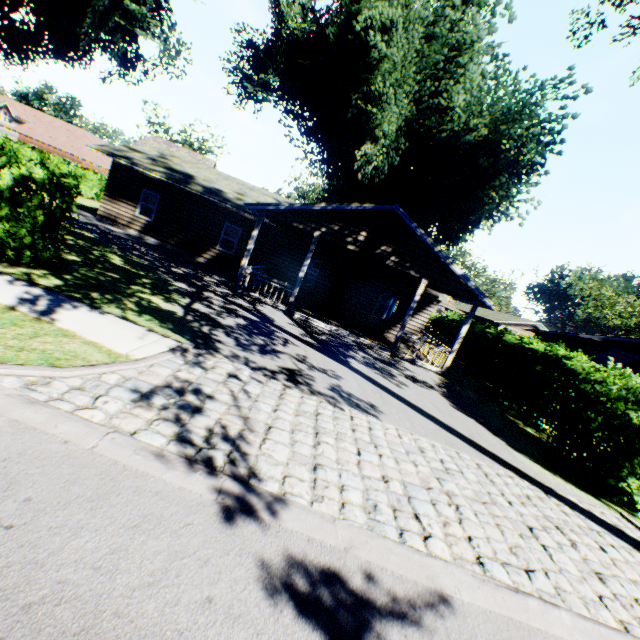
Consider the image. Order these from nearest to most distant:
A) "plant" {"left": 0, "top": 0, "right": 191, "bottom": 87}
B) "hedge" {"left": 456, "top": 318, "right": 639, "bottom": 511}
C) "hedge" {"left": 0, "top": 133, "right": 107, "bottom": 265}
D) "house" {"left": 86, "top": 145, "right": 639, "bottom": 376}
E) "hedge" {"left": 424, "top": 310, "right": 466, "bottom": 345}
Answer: "hedge" {"left": 0, "top": 133, "right": 107, "bottom": 265} < "hedge" {"left": 456, "top": 318, "right": 639, "bottom": 511} < "house" {"left": 86, "top": 145, "right": 639, "bottom": 376} < "plant" {"left": 0, "top": 0, "right": 191, "bottom": 87} < "hedge" {"left": 424, "top": 310, "right": 466, "bottom": 345}

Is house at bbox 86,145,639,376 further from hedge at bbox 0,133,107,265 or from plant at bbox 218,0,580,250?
hedge at bbox 0,133,107,265

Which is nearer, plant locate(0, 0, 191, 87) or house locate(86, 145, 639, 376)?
house locate(86, 145, 639, 376)

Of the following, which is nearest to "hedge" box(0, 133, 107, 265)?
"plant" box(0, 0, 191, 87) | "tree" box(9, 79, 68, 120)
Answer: "tree" box(9, 79, 68, 120)

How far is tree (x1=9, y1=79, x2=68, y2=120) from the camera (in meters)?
57.22

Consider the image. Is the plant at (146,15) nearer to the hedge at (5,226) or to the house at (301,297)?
the house at (301,297)

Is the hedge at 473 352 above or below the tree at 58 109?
below

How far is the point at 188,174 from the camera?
19.1 meters
